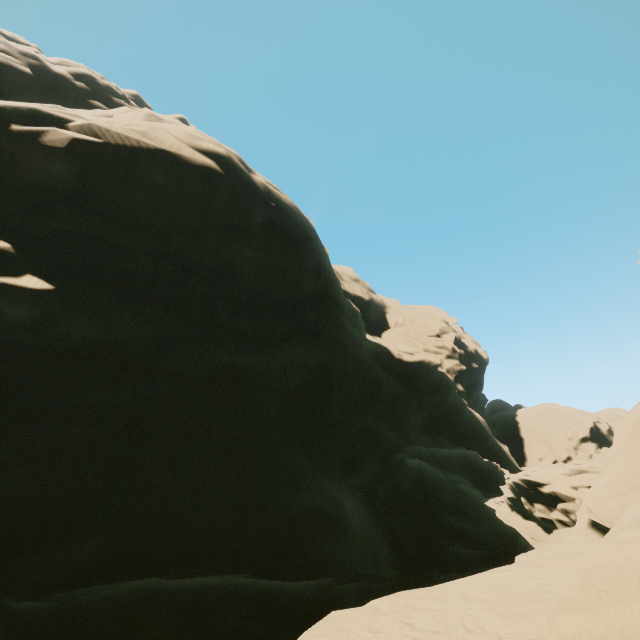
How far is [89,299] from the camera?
15.38m
